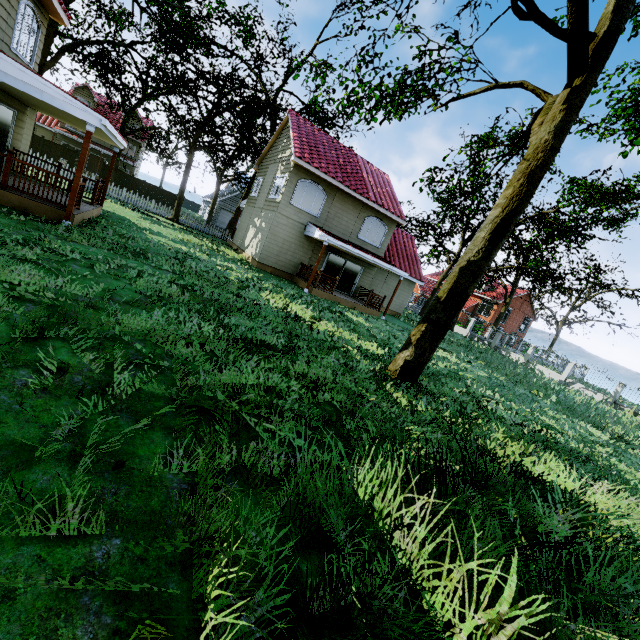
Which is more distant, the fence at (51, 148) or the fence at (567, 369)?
the fence at (51, 148)

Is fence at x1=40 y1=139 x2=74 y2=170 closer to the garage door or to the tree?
the tree

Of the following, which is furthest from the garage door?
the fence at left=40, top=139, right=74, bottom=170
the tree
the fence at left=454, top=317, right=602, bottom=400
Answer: the fence at left=454, top=317, right=602, bottom=400

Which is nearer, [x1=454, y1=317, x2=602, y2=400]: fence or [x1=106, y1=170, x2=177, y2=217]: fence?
[x1=106, y1=170, x2=177, y2=217]: fence

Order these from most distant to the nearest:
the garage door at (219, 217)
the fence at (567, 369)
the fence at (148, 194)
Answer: the garage door at (219, 217), the fence at (567, 369), the fence at (148, 194)

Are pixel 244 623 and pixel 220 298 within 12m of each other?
yes

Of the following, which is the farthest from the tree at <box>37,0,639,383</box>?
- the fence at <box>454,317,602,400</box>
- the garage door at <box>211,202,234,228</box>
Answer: the garage door at <box>211,202,234,228</box>

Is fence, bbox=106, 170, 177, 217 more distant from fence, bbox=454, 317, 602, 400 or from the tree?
fence, bbox=454, 317, 602, 400
